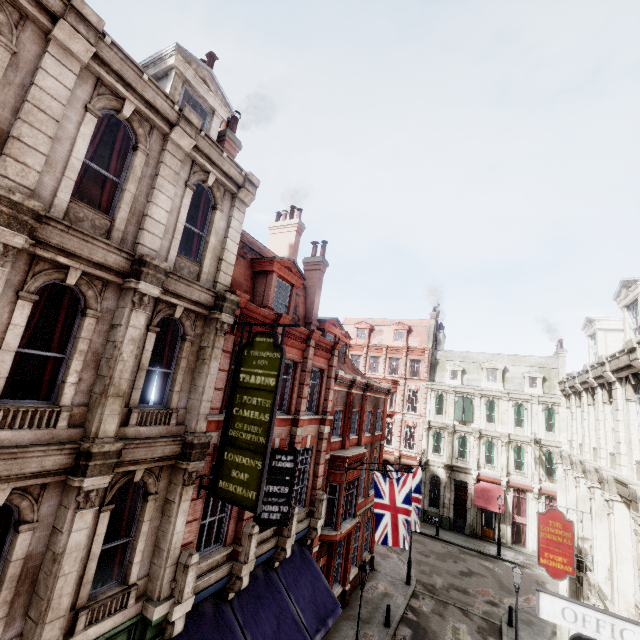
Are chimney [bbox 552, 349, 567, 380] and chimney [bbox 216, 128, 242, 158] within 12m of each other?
no

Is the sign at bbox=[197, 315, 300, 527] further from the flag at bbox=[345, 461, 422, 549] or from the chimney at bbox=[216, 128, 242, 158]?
the flag at bbox=[345, 461, 422, 549]

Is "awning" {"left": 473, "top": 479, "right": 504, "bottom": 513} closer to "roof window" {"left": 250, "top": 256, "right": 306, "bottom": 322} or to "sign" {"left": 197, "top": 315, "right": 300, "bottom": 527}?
"sign" {"left": 197, "top": 315, "right": 300, "bottom": 527}

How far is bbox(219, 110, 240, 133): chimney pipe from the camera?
12.3m

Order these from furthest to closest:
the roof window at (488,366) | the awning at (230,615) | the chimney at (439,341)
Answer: the chimney at (439,341) < the roof window at (488,366) < the awning at (230,615)

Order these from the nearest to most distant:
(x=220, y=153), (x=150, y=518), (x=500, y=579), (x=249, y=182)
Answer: (x=150, y=518) → (x=220, y=153) → (x=249, y=182) → (x=500, y=579)

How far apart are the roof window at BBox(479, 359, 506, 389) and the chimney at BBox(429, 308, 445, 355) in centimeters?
539cm

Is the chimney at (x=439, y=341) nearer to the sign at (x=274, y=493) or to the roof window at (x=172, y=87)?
the sign at (x=274, y=493)
